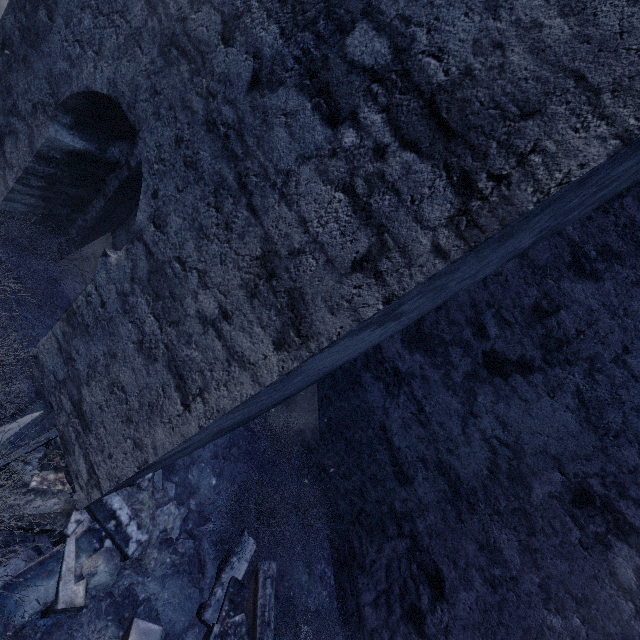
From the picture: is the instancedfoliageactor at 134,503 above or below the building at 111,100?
below

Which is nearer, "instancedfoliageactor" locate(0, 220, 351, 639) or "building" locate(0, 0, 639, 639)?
"building" locate(0, 0, 639, 639)

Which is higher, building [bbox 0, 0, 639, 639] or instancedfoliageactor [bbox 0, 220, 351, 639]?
building [bbox 0, 0, 639, 639]

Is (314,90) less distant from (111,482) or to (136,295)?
(136,295)

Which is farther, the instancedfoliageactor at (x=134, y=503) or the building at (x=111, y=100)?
the instancedfoliageactor at (x=134, y=503)
